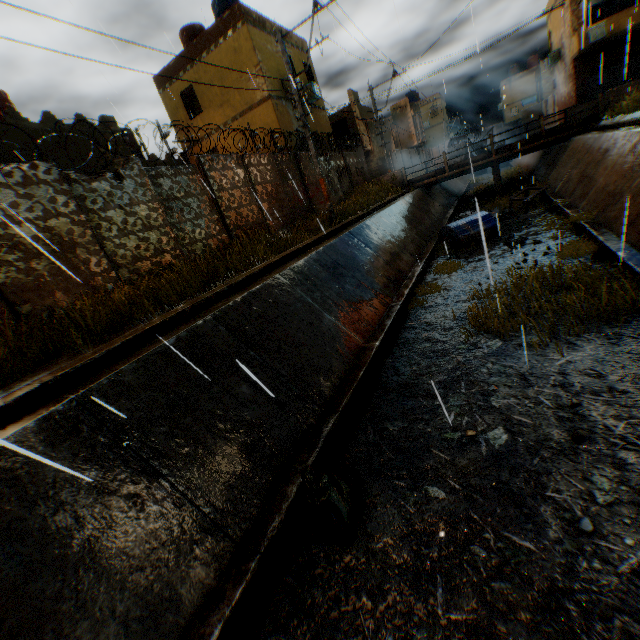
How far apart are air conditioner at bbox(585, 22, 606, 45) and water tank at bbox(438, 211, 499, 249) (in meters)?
17.84

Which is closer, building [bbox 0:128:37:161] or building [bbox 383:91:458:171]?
building [bbox 0:128:37:161]

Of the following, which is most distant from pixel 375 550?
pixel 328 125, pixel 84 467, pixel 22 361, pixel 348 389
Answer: pixel 328 125

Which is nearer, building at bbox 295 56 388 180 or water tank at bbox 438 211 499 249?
water tank at bbox 438 211 499 249

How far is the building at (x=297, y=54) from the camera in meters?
18.6

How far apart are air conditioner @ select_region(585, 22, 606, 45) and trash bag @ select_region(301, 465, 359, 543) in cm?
3053

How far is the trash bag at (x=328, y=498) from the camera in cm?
352

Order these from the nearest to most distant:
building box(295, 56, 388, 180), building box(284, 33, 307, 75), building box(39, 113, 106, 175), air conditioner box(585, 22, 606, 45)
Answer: building box(39, 113, 106, 175) < building box(284, 33, 307, 75) < building box(295, 56, 388, 180) < air conditioner box(585, 22, 606, 45)
